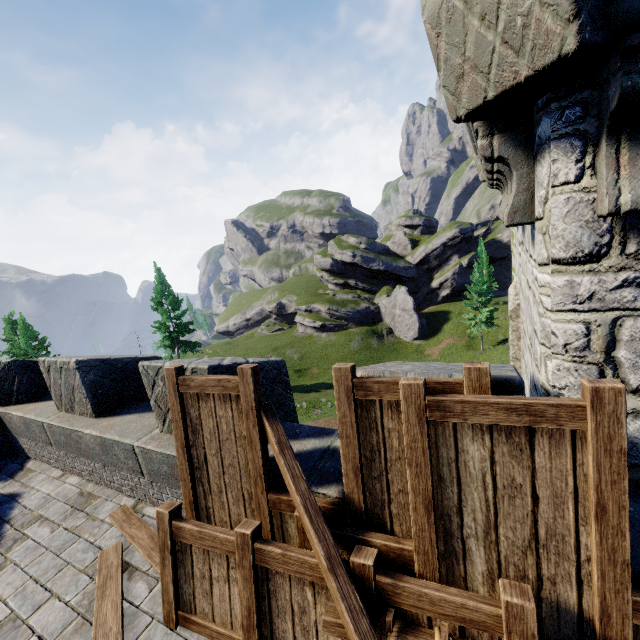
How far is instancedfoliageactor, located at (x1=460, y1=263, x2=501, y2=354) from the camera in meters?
37.6

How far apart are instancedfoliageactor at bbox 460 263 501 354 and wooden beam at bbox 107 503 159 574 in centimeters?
3928cm

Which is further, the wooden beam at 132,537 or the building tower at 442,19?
the wooden beam at 132,537

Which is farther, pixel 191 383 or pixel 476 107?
pixel 191 383

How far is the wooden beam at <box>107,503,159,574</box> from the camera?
3.73m

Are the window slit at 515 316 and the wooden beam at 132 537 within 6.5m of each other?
yes

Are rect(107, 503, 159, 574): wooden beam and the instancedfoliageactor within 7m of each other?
no

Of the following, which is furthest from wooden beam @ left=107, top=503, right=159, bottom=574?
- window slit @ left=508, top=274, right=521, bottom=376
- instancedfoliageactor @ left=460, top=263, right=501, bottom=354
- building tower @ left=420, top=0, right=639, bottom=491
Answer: instancedfoliageactor @ left=460, top=263, right=501, bottom=354
